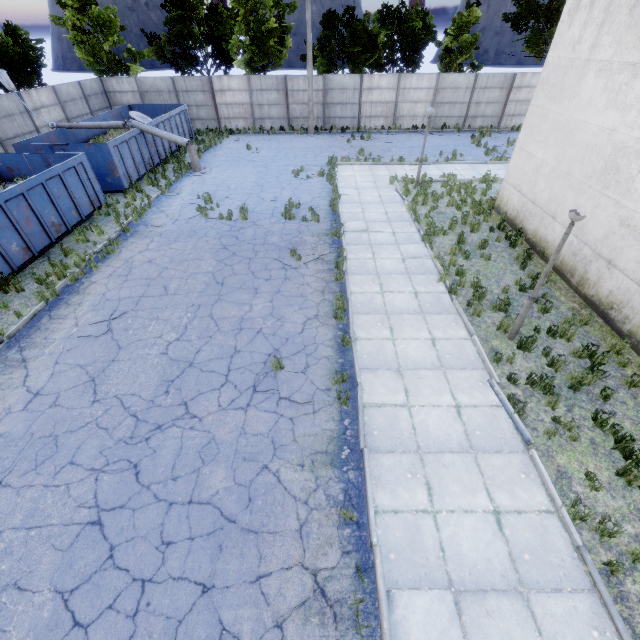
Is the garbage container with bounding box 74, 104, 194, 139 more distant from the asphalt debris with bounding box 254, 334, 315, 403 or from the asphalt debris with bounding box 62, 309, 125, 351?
the asphalt debris with bounding box 254, 334, 315, 403

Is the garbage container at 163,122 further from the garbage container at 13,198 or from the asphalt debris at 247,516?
the asphalt debris at 247,516

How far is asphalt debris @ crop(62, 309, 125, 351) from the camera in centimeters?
819cm

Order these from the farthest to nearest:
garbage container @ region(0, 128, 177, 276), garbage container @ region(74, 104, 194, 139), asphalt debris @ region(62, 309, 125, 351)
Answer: garbage container @ region(74, 104, 194, 139) < garbage container @ region(0, 128, 177, 276) < asphalt debris @ region(62, 309, 125, 351)

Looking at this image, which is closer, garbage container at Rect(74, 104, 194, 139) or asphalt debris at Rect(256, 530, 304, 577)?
asphalt debris at Rect(256, 530, 304, 577)

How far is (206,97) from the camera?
25.4 meters

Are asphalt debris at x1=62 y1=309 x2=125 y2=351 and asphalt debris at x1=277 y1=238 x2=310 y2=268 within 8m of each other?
yes

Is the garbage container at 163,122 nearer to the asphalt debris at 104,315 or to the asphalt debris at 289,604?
the asphalt debris at 104,315
